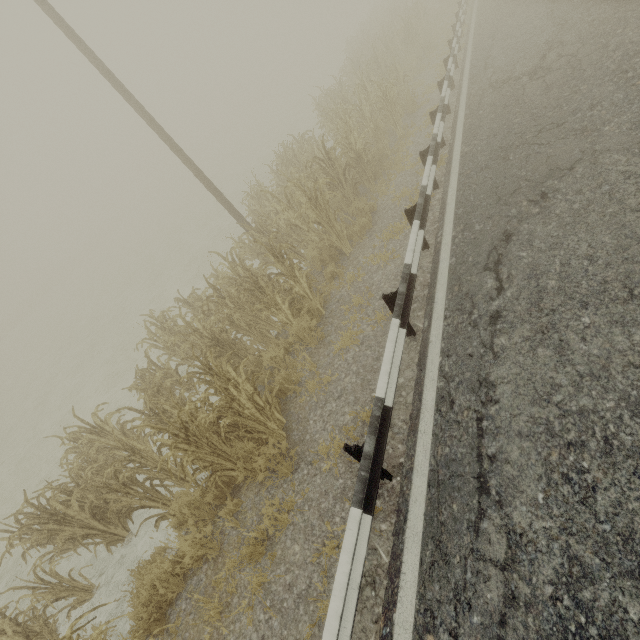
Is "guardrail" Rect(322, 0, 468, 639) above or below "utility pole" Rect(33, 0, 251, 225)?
below

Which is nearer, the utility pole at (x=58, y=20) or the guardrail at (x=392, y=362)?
the guardrail at (x=392, y=362)

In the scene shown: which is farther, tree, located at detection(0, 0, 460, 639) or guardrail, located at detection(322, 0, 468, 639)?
tree, located at detection(0, 0, 460, 639)

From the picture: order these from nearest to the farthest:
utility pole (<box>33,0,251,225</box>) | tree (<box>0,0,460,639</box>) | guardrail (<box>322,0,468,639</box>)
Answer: guardrail (<box>322,0,468,639</box>) → tree (<box>0,0,460,639</box>) → utility pole (<box>33,0,251,225</box>)

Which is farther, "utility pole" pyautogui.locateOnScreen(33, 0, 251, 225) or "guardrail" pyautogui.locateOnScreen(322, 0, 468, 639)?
"utility pole" pyautogui.locateOnScreen(33, 0, 251, 225)

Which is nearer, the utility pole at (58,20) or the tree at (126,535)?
the tree at (126,535)

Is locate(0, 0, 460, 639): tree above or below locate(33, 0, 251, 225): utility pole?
below

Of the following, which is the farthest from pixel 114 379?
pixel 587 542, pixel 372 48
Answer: pixel 372 48
